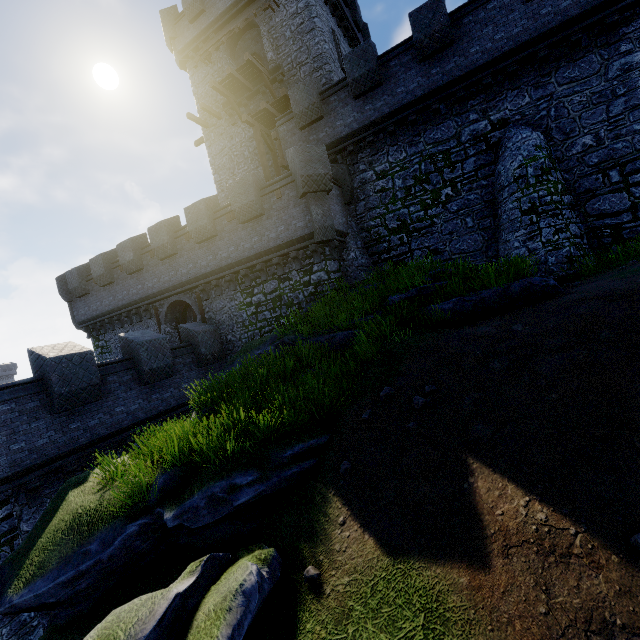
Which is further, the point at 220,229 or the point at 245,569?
the point at 220,229

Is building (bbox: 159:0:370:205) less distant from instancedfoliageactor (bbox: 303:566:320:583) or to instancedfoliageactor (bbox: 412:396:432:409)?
instancedfoliageactor (bbox: 412:396:432:409)

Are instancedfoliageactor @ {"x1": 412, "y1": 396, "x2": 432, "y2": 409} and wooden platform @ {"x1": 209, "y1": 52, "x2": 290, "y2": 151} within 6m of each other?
no

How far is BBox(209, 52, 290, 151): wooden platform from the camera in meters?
17.3

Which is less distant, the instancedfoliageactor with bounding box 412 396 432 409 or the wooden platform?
the instancedfoliageactor with bounding box 412 396 432 409

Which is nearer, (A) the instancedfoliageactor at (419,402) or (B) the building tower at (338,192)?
(A) the instancedfoliageactor at (419,402)

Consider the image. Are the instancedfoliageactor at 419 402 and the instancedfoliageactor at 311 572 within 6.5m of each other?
yes

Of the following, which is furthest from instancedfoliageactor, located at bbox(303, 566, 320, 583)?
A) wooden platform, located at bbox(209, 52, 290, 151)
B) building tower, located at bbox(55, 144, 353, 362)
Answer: wooden platform, located at bbox(209, 52, 290, 151)
